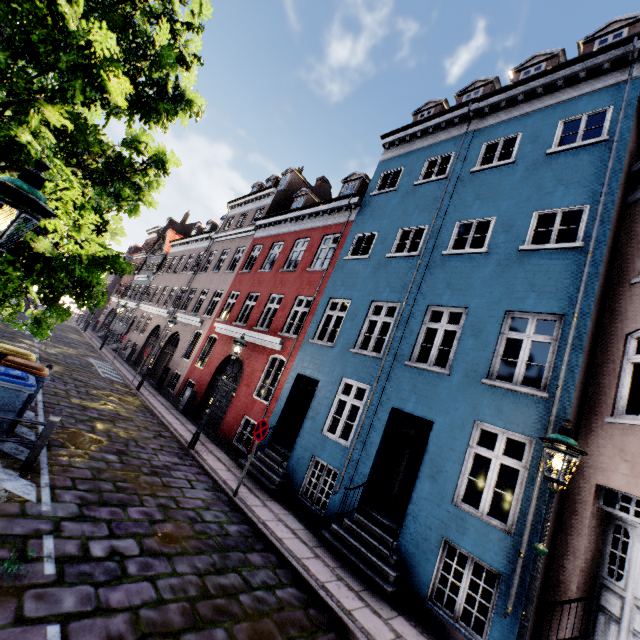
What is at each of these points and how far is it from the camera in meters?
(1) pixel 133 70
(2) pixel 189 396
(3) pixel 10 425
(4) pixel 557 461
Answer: (1) tree, 6.0 m
(2) electrical box, 14.9 m
(3) trash bin, 6.7 m
(4) street light, 4.1 m

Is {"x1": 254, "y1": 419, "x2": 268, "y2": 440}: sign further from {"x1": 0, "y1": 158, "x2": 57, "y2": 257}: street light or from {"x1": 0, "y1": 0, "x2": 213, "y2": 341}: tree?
{"x1": 0, "y1": 158, "x2": 57, "y2": 257}: street light

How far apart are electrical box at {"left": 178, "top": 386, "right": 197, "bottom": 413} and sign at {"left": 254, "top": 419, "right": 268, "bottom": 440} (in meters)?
7.85

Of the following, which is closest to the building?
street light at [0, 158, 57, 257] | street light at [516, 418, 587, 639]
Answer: street light at [516, 418, 587, 639]

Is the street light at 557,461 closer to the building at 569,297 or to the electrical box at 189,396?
the building at 569,297

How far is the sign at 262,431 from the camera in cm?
806

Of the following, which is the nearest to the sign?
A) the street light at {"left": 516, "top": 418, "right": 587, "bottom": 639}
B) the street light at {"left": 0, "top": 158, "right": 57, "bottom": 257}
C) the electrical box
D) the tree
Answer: the tree

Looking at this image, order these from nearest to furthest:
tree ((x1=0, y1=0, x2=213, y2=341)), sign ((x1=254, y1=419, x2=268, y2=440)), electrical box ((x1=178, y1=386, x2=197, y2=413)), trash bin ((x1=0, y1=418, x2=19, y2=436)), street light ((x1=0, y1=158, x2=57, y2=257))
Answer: street light ((x1=0, y1=158, x2=57, y2=257)), tree ((x1=0, y1=0, x2=213, y2=341)), trash bin ((x1=0, y1=418, x2=19, y2=436)), sign ((x1=254, y1=419, x2=268, y2=440)), electrical box ((x1=178, y1=386, x2=197, y2=413))
